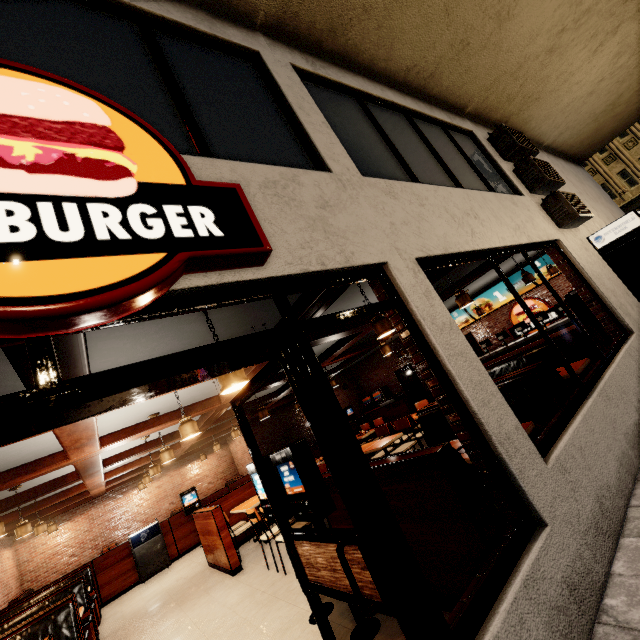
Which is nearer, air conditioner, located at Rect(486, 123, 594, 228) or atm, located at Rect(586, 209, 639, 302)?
atm, located at Rect(586, 209, 639, 302)

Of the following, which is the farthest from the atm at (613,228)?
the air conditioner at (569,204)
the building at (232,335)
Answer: the air conditioner at (569,204)

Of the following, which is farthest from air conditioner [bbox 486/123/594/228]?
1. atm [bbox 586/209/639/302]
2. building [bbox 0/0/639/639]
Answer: atm [bbox 586/209/639/302]

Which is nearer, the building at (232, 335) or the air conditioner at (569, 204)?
the building at (232, 335)

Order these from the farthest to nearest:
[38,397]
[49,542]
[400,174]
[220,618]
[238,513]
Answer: [49,542], [238,513], [220,618], [400,174], [38,397]

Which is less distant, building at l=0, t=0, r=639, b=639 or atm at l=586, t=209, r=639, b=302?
building at l=0, t=0, r=639, b=639

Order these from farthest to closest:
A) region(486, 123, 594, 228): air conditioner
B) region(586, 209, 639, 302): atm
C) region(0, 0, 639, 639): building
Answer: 1. region(486, 123, 594, 228): air conditioner
2. region(586, 209, 639, 302): atm
3. region(0, 0, 639, 639): building
